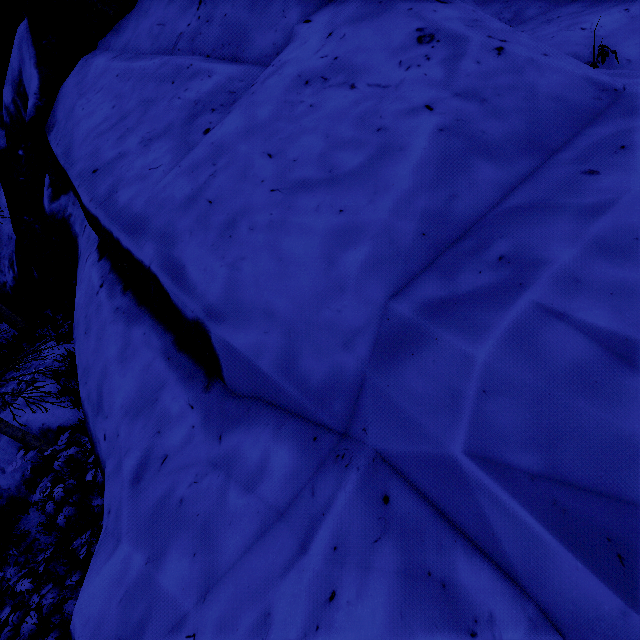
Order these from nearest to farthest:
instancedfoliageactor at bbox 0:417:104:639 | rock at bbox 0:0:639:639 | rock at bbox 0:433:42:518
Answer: rock at bbox 0:0:639:639, instancedfoliageactor at bbox 0:417:104:639, rock at bbox 0:433:42:518

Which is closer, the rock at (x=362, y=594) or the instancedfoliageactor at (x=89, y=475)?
the rock at (x=362, y=594)

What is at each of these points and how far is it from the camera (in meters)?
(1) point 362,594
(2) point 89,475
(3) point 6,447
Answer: (1) rock, 1.12
(2) instancedfoliageactor, 4.56
(3) rock, 6.92

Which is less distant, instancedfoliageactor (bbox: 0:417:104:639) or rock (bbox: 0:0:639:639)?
rock (bbox: 0:0:639:639)

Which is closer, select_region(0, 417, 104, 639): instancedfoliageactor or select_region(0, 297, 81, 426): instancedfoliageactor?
select_region(0, 417, 104, 639): instancedfoliageactor

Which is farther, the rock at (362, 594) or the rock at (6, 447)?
the rock at (6, 447)

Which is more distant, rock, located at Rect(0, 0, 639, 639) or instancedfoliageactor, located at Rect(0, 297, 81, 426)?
instancedfoliageactor, located at Rect(0, 297, 81, 426)
